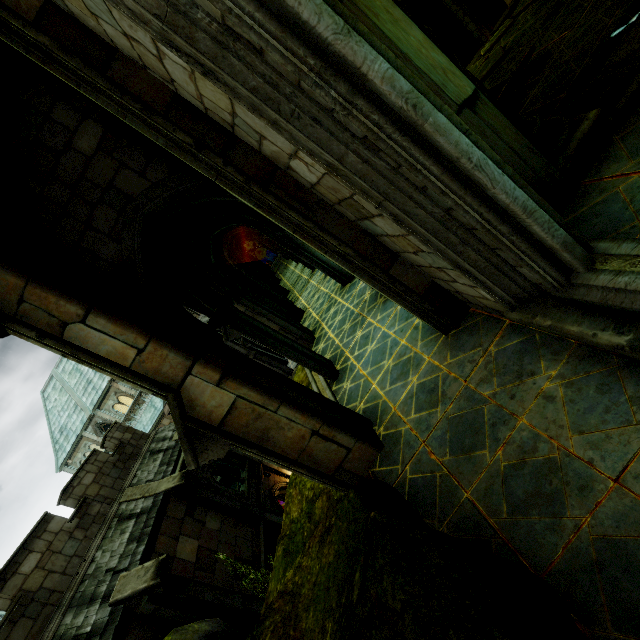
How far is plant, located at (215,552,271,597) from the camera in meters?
11.1 m

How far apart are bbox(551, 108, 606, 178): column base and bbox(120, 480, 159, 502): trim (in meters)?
15.10

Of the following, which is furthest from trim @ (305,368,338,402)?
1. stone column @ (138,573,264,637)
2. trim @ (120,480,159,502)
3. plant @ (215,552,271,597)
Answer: trim @ (120,480,159,502)

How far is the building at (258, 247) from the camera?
10.12m

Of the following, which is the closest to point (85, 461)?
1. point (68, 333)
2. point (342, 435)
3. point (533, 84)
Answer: point (68, 333)

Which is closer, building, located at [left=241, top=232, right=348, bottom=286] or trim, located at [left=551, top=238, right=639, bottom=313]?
trim, located at [left=551, top=238, right=639, bottom=313]

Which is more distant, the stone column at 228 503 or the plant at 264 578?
the stone column at 228 503

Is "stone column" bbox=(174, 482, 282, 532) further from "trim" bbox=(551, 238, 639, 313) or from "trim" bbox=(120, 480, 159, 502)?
"trim" bbox=(551, 238, 639, 313)
